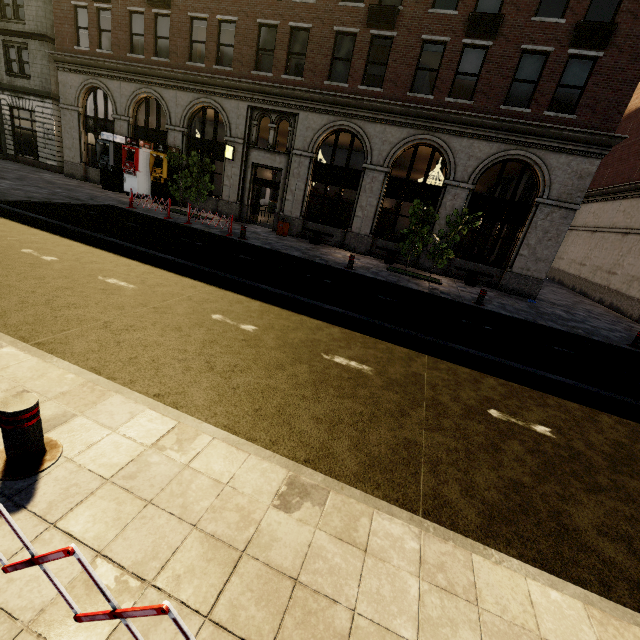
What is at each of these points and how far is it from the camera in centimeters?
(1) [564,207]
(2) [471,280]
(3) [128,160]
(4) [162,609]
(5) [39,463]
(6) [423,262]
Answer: (1) building, 1388cm
(2) bench, 1517cm
(3) atm, 1880cm
(4) traffic barrier, 126cm
(5) metal bar, 256cm
(6) building, 1630cm

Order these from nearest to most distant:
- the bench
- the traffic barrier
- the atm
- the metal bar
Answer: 1. the traffic barrier
2. the metal bar
3. the bench
4. the atm

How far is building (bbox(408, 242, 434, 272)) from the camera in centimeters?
1611cm

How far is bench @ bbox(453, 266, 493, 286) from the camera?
15.1 meters

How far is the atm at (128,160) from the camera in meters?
18.3 m

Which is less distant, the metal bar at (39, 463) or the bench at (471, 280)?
the metal bar at (39, 463)

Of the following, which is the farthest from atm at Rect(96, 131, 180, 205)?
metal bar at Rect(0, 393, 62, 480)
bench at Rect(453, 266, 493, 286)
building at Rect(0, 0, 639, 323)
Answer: metal bar at Rect(0, 393, 62, 480)

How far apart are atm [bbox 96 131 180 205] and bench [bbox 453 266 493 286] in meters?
18.5
